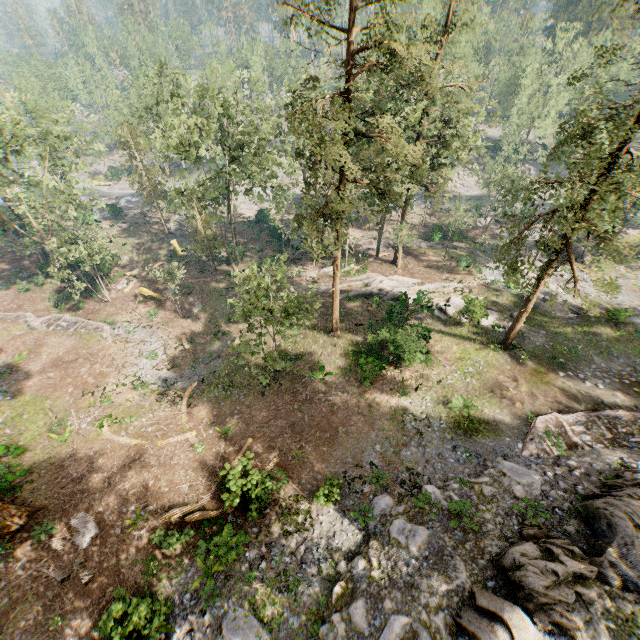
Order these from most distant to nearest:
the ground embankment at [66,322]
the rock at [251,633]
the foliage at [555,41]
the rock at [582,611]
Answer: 1. the foliage at [555,41]
2. the ground embankment at [66,322]
3. the rock at [251,633]
4. the rock at [582,611]

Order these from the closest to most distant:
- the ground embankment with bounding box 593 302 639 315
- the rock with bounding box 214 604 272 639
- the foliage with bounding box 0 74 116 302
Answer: the rock with bounding box 214 604 272 639 → the ground embankment with bounding box 593 302 639 315 → the foliage with bounding box 0 74 116 302

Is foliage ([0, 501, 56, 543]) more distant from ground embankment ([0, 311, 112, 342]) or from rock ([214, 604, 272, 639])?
ground embankment ([0, 311, 112, 342])

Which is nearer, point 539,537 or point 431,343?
point 539,537

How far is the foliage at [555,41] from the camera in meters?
38.2

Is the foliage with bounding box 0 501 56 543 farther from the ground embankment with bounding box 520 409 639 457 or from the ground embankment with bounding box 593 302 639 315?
the ground embankment with bounding box 520 409 639 457

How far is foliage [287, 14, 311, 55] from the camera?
13.5 meters

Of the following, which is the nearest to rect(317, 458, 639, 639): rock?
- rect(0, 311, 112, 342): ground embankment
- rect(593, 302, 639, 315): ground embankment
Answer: rect(593, 302, 639, 315): ground embankment
